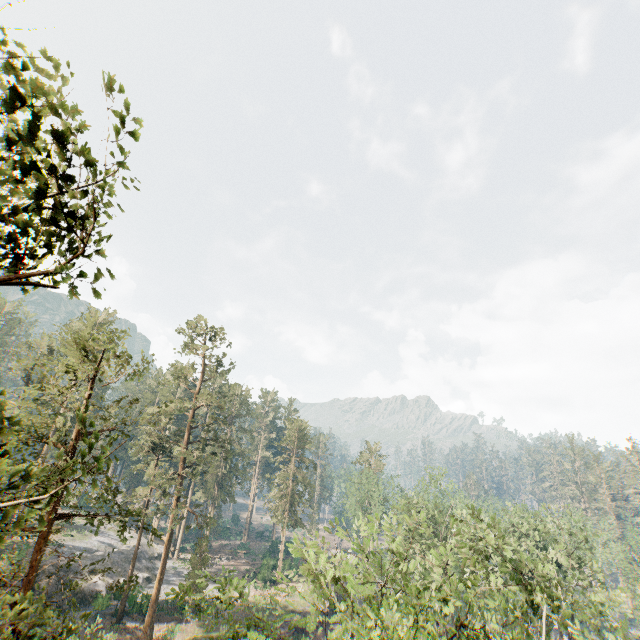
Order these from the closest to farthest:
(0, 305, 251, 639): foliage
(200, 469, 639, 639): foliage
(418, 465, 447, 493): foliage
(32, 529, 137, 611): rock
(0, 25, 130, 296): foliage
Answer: (0, 25, 130, 296): foliage → (0, 305, 251, 639): foliage → (200, 469, 639, 639): foliage → (32, 529, 137, 611): rock → (418, 465, 447, 493): foliage

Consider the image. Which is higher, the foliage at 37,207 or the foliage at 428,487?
the foliage at 37,207

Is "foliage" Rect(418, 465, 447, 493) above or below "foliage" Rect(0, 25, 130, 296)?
below

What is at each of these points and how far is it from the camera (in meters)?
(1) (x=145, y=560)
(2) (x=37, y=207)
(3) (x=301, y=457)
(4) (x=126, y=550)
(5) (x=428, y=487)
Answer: (1) rock, 47.22
(2) foliage, 4.92
(3) foliage, 55.88
(4) rock, 46.97
(5) foliage, 41.16

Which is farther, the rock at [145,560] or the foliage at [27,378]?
the rock at [145,560]

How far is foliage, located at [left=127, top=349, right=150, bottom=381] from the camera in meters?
18.1 m
